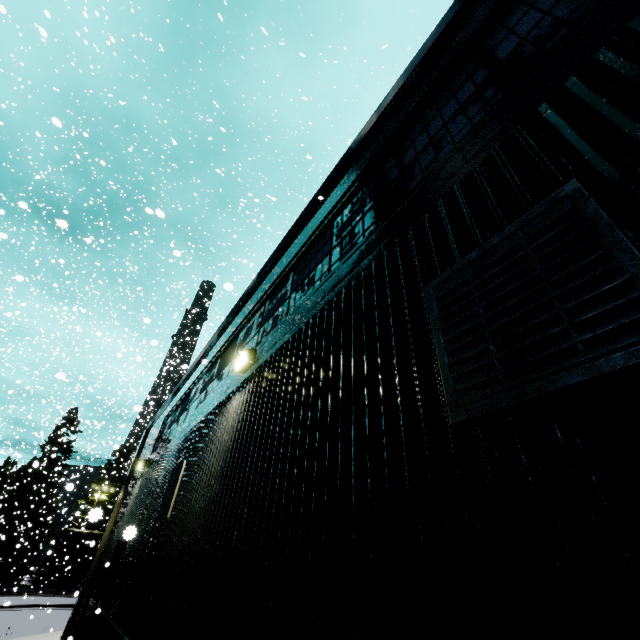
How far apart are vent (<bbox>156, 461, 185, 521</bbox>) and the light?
2.58m

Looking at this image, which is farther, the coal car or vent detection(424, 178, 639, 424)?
the coal car

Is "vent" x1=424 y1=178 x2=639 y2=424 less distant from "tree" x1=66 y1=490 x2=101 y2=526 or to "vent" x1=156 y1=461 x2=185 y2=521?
"tree" x1=66 y1=490 x2=101 y2=526

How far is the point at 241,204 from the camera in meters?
11.3

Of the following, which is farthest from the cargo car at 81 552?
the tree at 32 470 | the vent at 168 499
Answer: the vent at 168 499

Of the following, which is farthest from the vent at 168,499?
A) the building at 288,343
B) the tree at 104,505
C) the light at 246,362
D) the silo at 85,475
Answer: the silo at 85,475

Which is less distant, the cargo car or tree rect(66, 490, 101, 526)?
tree rect(66, 490, 101, 526)

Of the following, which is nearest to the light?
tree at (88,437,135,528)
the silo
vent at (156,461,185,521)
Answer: vent at (156,461,185,521)
